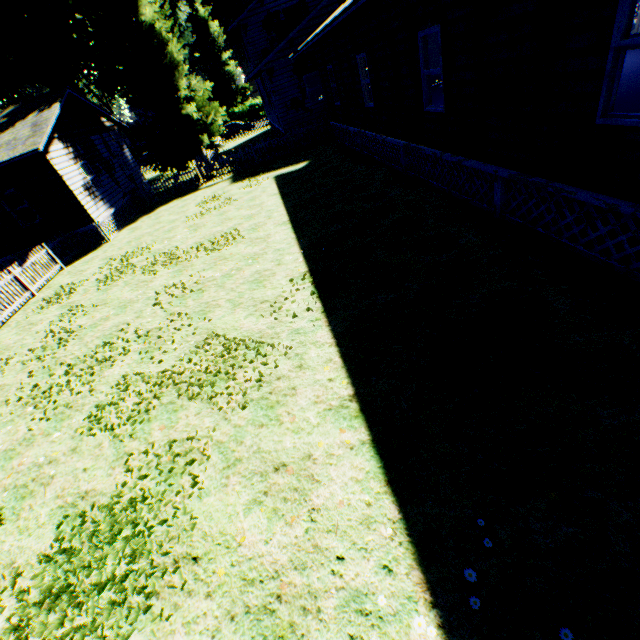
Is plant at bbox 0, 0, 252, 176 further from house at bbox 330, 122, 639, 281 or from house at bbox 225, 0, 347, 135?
house at bbox 330, 122, 639, 281

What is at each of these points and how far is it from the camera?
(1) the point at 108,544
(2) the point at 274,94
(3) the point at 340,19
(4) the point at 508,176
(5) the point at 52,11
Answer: (1) plant, 3.8 meters
(2) house, 20.0 meters
(3) flat, 8.3 meters
(4) house, 6.0 meters
(5) plant, 21.9 meters

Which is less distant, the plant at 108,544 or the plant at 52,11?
the plant at 108,544

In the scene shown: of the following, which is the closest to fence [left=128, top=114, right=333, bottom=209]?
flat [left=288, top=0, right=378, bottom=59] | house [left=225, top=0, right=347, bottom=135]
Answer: house [left=225, top=0, right=347, bottom=135]

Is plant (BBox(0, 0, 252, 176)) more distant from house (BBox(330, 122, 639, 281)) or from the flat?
house (BBox(330, 122, 639, 281))

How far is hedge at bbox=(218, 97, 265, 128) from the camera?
50.8 meters

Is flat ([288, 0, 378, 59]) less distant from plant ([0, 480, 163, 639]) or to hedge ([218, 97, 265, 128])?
plant ([0, 480, 163, 639])

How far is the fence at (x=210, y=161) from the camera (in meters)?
20.16
